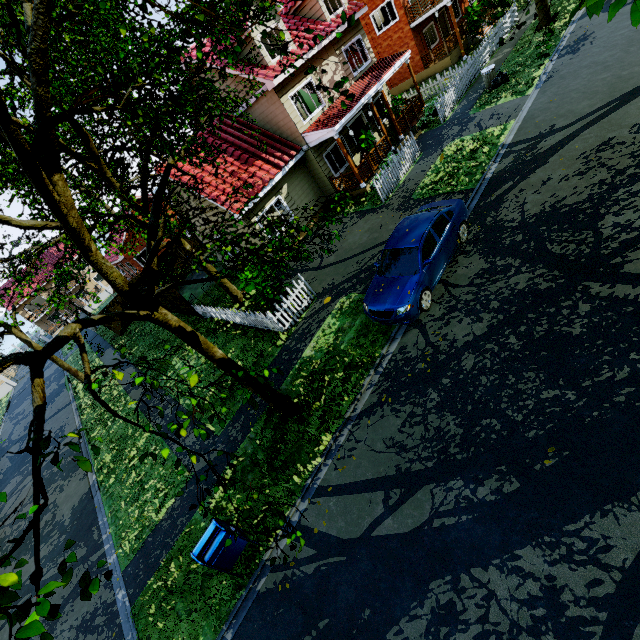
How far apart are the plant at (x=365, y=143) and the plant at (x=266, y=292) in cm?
851

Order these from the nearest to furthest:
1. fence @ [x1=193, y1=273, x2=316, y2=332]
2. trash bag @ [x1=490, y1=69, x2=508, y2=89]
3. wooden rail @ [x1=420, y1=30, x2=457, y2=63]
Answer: fence @ [x1=193, y1=273, x2=316, y2=332] < trash bag @ [x1=490, y1=69, x2=508, y2=89] < wooden rail @ [x1=420, y1=30, x2=457, y2=63]

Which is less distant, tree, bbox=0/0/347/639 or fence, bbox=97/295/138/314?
tree, bbox=0/0/347/639

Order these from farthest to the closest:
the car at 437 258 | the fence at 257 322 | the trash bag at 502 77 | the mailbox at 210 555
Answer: the trash bag at 502 77, the fence at 257 322, the car at 437 258, the mailbox at 210 555

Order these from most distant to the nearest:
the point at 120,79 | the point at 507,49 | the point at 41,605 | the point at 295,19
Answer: the point at 507,49, the point at 295,19, the point at 120,79, the point at 41,605

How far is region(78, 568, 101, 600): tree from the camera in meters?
2.1 m

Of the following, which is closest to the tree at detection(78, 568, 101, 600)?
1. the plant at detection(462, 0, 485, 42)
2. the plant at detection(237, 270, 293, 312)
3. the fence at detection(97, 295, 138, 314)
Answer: the fence at detection(97, 295, 138, 314)
